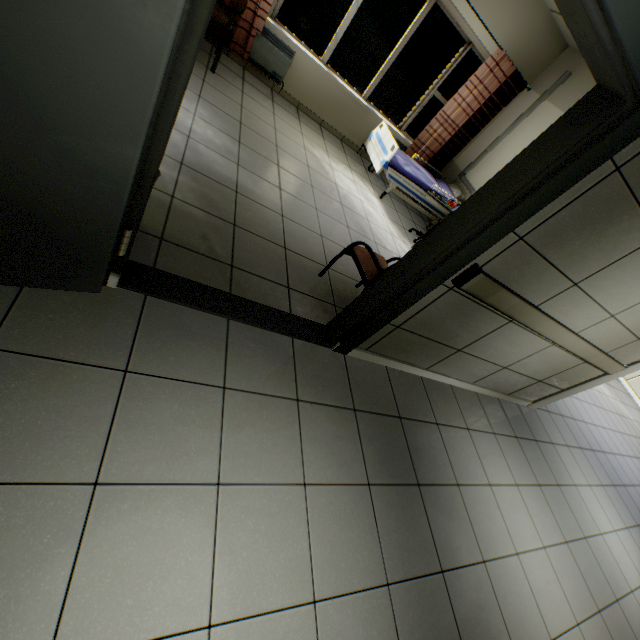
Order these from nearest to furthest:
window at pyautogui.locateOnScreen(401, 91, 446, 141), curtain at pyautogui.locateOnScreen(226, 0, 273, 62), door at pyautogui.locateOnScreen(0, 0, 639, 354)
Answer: door at pyautogui.locateOnScreen(0, 0, 639, 354) < curtain at pyautogui.locateOnScreen(226, 0, 273, 62) < window at pyautogui.locateOnScreen(401, 91, 446, 141)

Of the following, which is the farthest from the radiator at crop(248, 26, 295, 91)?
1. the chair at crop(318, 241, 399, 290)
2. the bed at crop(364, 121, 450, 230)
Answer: the chair at crop(318, 241, 399, 290)

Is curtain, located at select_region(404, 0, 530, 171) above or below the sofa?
above

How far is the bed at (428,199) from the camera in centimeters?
511cm

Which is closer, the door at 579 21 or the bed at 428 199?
the door at 579 21

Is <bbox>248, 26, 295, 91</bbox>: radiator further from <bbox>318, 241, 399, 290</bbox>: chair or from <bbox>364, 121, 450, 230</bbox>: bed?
<bbox>318, 241, 399, 290</bbox>: chair

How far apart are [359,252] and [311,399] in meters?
1.4

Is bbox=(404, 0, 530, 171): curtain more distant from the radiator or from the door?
the door
